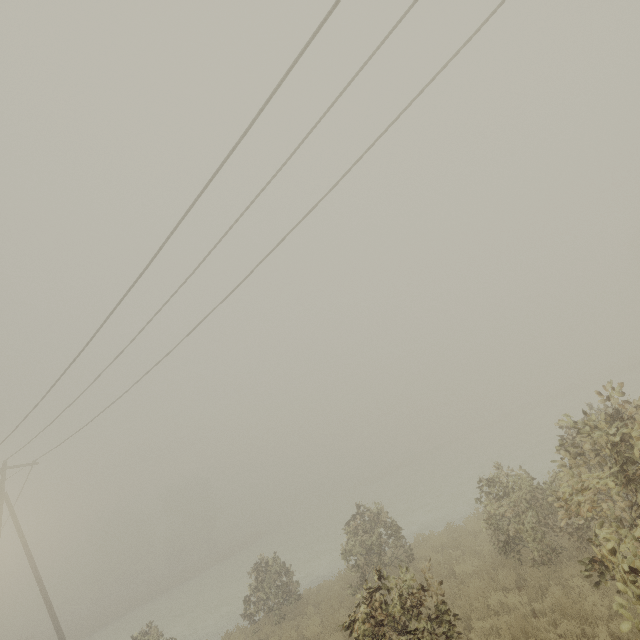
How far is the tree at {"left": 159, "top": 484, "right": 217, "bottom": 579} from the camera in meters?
53.3 m

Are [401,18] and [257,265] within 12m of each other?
yes

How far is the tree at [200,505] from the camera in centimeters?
5331cm
